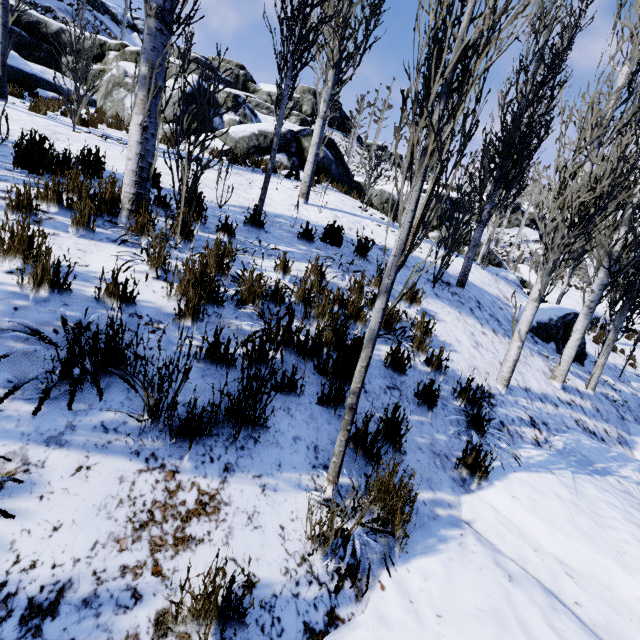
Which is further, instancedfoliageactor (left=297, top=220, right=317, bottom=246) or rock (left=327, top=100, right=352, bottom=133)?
rock (left=327, top=100, right=352, bottom=133)

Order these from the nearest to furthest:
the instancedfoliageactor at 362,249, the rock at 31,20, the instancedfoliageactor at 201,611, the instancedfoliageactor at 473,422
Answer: the instancedfoliageactor at 201,611, the instancedfoliageactor at 473,422, the instancedfoliageactor at 362,249, the rock at 31,20

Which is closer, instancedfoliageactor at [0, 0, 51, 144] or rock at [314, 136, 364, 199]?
instancedfoliageactor at [0, 0, 51, 144]

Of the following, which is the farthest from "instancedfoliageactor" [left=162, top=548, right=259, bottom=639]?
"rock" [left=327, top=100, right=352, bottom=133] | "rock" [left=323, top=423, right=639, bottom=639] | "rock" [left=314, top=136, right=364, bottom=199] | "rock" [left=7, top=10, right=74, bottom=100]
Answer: "rock" [left=327, top=100, right=352, bottom=133]

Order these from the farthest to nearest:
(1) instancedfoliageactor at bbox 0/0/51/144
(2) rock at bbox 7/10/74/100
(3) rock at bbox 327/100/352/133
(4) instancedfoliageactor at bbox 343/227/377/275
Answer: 1. (3) rock at bbox 327/100/352/133
2. (2) rock at bbox 7/10/74/100
3. (1) instancedfoliageactor at bbox 0/0/51/144
4. (4) instancedfoliageactor at bbox 343/227/377/275

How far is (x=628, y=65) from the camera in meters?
4.1

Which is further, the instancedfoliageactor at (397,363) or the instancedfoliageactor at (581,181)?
the instancedfoliageactor at (397,363)

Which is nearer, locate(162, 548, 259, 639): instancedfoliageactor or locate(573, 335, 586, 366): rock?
locate(162, 548, 259, 639): instancedfoliageactor
